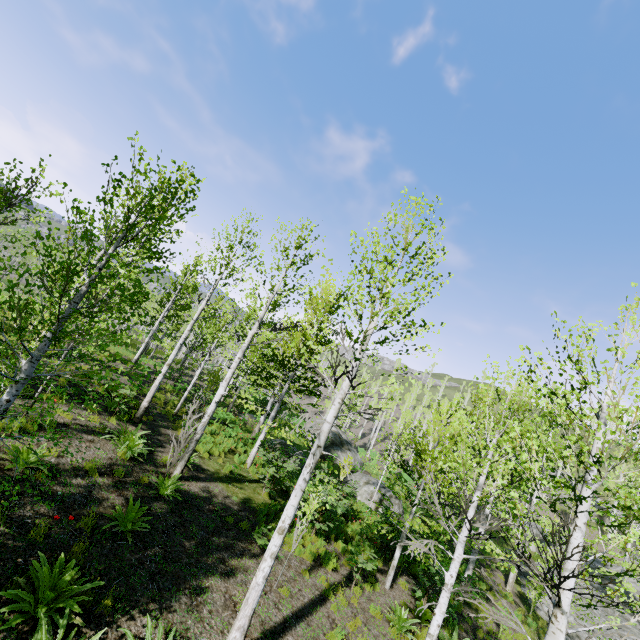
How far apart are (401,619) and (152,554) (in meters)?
7.25

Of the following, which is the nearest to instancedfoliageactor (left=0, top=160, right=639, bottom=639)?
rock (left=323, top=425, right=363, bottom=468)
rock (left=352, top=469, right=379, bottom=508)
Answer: rock (left=352, top=469, right=379, bottom=508)

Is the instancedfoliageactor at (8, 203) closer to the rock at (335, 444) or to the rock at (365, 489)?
the rock at (365, 489)

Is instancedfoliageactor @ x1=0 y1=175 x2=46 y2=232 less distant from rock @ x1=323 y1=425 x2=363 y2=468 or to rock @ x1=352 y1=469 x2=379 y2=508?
rock @ x1=352 y1=469 x2=379 y2=508

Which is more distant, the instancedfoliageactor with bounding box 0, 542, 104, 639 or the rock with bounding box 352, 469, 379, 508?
the rock with bounding box 352, 469, 379, 508

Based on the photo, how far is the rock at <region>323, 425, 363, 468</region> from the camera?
26.5 meters
